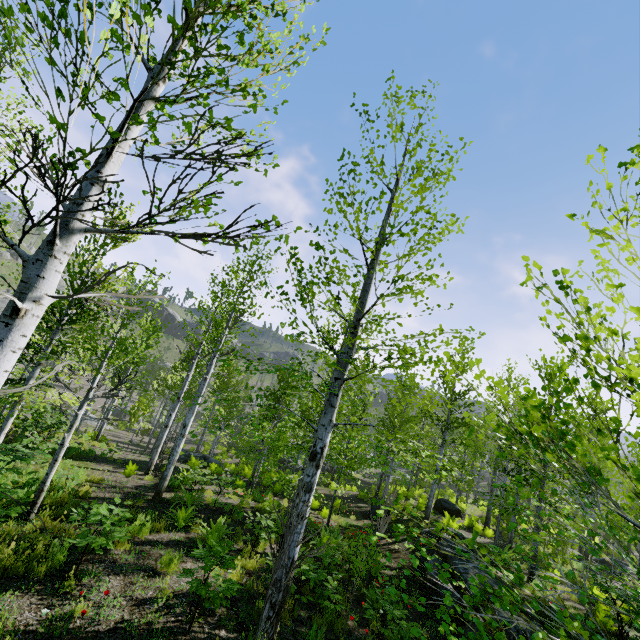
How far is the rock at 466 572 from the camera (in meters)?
9.37

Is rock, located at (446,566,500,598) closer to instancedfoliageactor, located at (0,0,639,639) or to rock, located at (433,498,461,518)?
instancedfoliageactor, located at (0,0,639,639)

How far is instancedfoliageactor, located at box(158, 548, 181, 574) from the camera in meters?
6.3

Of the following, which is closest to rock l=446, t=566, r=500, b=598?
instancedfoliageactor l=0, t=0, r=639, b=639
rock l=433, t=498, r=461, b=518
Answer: instancedfoliageactor l=0, t=0, r=639, b=639

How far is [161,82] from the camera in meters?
2.7

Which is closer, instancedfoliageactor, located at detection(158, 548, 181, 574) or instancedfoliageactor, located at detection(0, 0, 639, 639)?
instancedfoliageactor, located at detection(0, 0, 639, 639)

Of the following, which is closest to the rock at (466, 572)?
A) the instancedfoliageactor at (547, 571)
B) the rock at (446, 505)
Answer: the instancedfoliageactor at (547, 571)

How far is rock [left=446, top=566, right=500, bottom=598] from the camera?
9.4 meters
